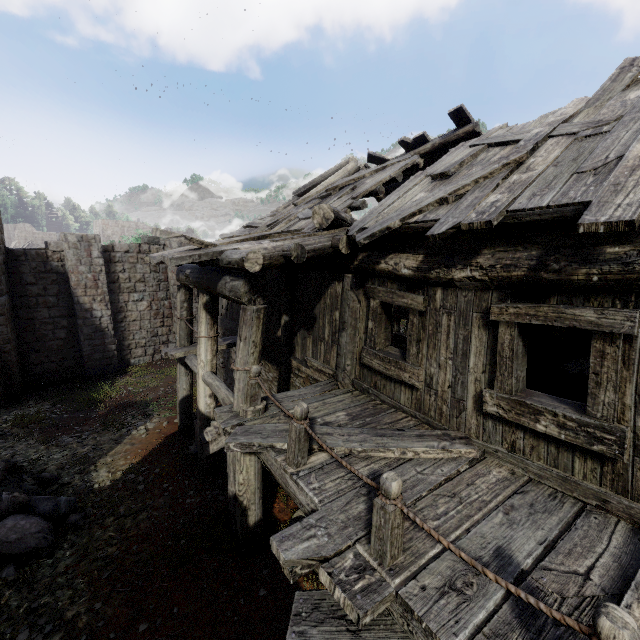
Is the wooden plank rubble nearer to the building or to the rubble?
the building

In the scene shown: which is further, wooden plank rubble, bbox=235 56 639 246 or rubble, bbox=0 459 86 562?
rubble, bbox=0 459 86 562

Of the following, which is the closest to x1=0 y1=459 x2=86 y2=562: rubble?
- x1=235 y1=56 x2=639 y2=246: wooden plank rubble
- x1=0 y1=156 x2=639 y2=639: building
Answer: x1=0 y1=156 x2=639 y2=639: building

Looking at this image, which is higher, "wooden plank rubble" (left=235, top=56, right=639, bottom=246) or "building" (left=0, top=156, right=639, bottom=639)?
"wooden plank rubble" (left=235, top=56, right=639, bottom=246)

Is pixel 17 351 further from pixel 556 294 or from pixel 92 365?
pixel 556 294

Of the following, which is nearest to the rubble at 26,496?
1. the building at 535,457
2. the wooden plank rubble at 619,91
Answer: the building at 535,457

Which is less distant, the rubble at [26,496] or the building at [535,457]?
the building at [535,457]

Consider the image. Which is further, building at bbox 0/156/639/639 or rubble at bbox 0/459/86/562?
rubble at bbox 0/459/86/562
